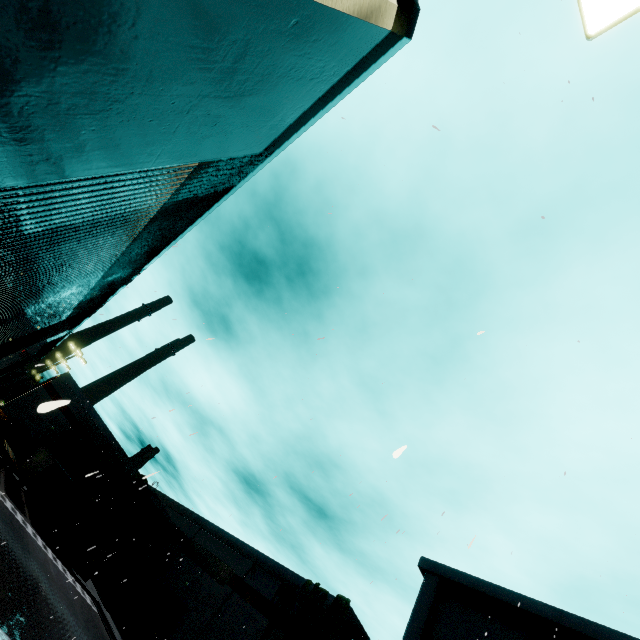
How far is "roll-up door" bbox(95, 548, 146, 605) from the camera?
34.44m

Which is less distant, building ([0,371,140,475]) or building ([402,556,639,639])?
building ([402,556,639,639])

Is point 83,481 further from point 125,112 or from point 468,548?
point 125,112

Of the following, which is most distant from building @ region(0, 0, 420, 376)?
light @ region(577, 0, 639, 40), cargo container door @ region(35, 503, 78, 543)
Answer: cargo container door @ region(35, 503, 78, 543)

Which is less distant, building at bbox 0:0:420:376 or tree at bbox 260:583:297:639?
building at bbox 0:0:420:376

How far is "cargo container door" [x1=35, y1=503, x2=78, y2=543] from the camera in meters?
29.7 m

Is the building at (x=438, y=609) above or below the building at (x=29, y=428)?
above

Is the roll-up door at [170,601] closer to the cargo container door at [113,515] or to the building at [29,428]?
the building at [29,428]
